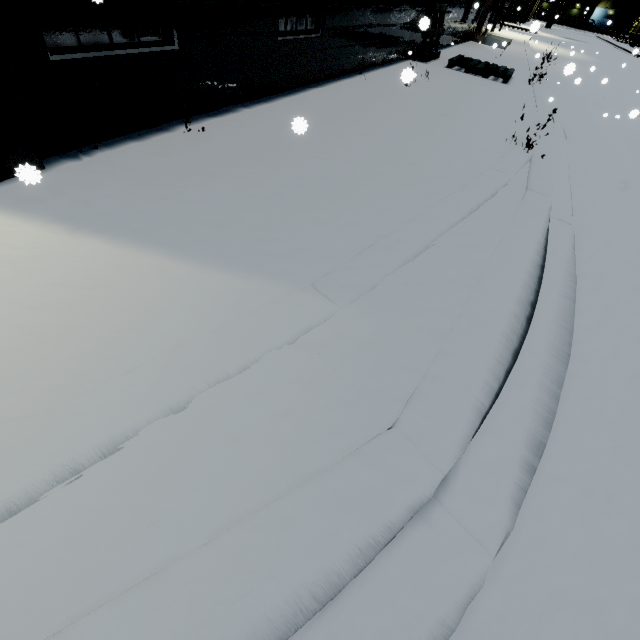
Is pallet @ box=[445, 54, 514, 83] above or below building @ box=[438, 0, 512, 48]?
below

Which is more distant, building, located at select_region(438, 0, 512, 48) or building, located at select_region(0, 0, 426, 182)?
building, located at select_region(438, 0, 512, 48)

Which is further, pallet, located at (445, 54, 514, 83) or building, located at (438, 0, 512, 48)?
building, located at (438, 0, 512, 48)

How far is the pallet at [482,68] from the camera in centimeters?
977cm

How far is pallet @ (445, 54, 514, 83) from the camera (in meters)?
9.77

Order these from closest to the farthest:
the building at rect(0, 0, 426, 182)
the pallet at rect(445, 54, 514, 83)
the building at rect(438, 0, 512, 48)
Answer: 1. the building at rect(0, 0, 426, 182)
2. the pallet at rect(445, 54, 514, 83)
3. the building at rect(438, 0, 512, 48)

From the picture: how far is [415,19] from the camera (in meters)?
9.59

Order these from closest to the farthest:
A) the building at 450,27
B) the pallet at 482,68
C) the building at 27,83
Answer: the building at 27,83 < the pallet at 482,68 < the building at 450,27
